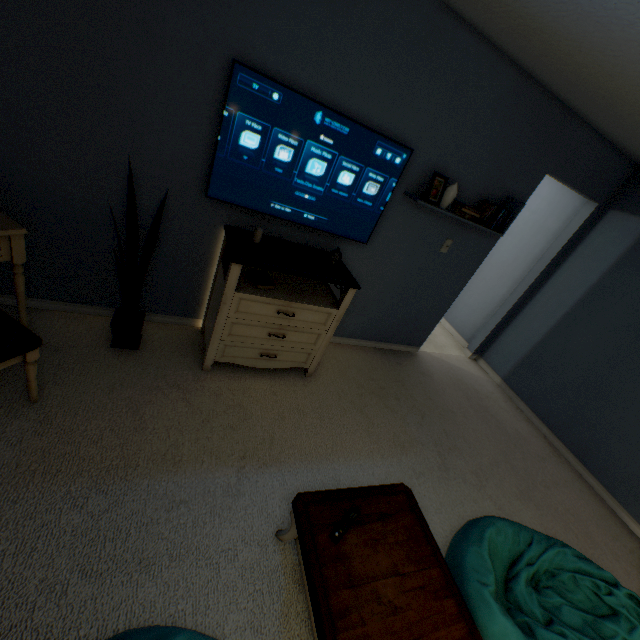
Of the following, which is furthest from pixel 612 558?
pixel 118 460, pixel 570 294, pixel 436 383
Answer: pixel 118 460

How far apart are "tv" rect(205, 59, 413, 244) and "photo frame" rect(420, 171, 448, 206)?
0.3 meters

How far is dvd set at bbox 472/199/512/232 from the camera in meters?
2.6 m

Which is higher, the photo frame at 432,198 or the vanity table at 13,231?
the photo frame at 432,198

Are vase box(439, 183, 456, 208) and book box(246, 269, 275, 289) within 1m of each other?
no

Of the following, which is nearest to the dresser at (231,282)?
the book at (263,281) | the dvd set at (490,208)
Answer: the book at (263,281)

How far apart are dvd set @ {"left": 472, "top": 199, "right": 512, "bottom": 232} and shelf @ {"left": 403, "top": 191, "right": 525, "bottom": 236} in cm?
4

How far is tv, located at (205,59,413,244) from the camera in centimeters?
179cm
